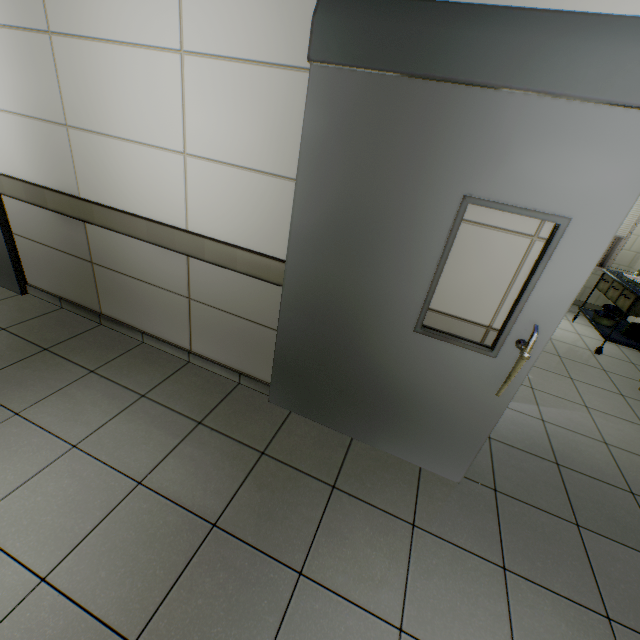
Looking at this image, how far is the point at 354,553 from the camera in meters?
1.7 m

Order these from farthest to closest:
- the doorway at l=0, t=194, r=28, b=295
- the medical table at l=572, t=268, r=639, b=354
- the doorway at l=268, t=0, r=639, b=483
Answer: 1. the medical table at l=572, t=268, r=639, b=354
2. the doorway at l=0, t=194, r=28, b=295
3. the doorway at l=268, t=0, r=639, b=483

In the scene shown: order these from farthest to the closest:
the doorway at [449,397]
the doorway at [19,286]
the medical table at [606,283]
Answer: the medical table at [606,283] → the doorway at [19,286] → the doorway at [449,397]

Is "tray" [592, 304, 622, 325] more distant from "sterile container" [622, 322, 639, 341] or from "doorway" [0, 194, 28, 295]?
"doorway" [0, 194, 28, 295]

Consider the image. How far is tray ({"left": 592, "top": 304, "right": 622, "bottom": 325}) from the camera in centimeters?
440cm

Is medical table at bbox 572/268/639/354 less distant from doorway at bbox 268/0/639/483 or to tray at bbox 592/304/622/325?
tray at bbox 592/304/622/325

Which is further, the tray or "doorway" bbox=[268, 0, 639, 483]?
the tray

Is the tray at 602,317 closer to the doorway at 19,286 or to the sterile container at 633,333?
the sterile container at 633,333
